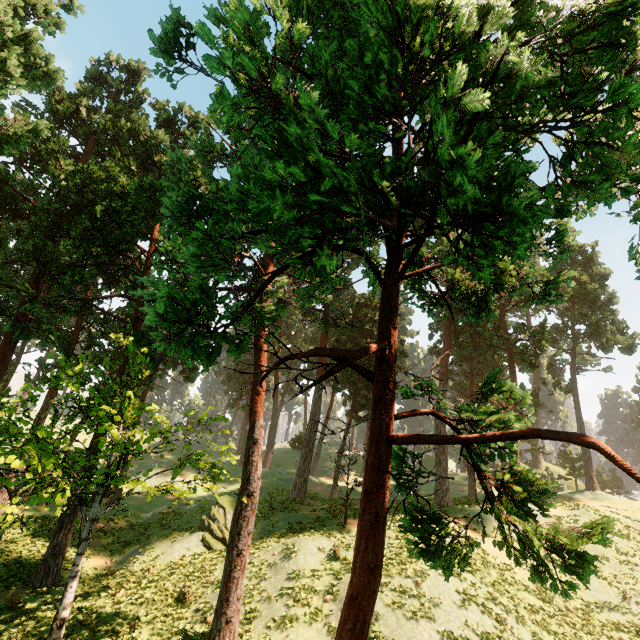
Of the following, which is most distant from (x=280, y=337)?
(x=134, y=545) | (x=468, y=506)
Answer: (x=468, y=506)
